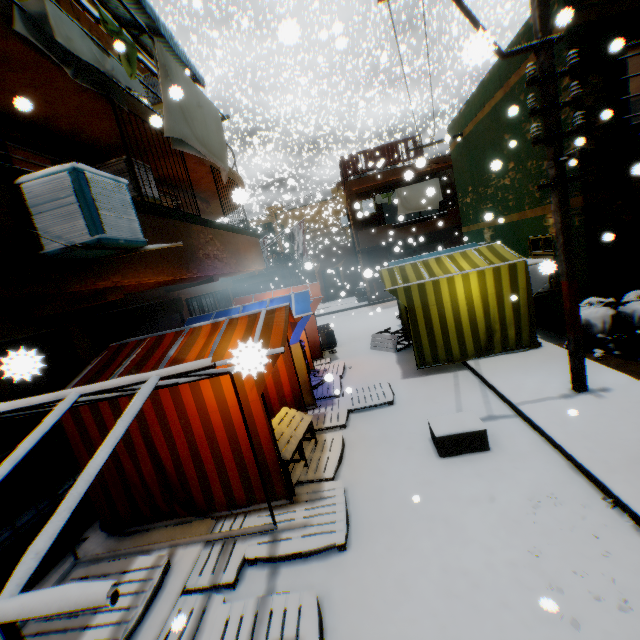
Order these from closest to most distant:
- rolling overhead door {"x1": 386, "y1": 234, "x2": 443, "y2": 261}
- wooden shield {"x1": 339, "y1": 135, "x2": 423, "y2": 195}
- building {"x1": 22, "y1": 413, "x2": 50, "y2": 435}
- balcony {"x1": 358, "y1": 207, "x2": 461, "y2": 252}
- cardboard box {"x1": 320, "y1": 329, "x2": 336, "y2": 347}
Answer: building {"x1": 22, "y1": 413, "x2": 50, "y2": 435} < cardboard box {"x1": 320, "y1": 329, "x2": 336, "y2": 347} < balcony {"x1": 358, "y1": 207, "x2": 461, "y2": 252} < wooden shield {"x1": 339, "y1": 135, "x2": 423, "y2": 195} < rolling overhead door {"x1": 386, "y1": 234, "x2": 443, "y2": 261}

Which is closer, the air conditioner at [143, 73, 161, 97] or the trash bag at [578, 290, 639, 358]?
the trash bag at [578, 290, 639, 358]

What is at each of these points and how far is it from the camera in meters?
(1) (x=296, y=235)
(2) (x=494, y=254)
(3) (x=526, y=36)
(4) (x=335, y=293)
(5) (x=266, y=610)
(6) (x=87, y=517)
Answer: (1) flag, 14.9
(2) tent, 7.8
(3) building, 7.0
(4) door, 25.5
(5) wooden pallet, 3.1
(6) building, 4.9

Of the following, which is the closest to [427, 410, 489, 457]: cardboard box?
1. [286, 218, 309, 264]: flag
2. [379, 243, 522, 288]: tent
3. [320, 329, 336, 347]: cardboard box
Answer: [379, 243, 522, 288]: tent

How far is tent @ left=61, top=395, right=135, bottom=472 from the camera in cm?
419

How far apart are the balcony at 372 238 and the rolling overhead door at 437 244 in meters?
0.0 m

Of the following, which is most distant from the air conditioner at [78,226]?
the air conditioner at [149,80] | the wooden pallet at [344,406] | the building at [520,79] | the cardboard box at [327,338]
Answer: the air conditioner at [149,80]

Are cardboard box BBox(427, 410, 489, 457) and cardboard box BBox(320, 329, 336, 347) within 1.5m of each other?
no
